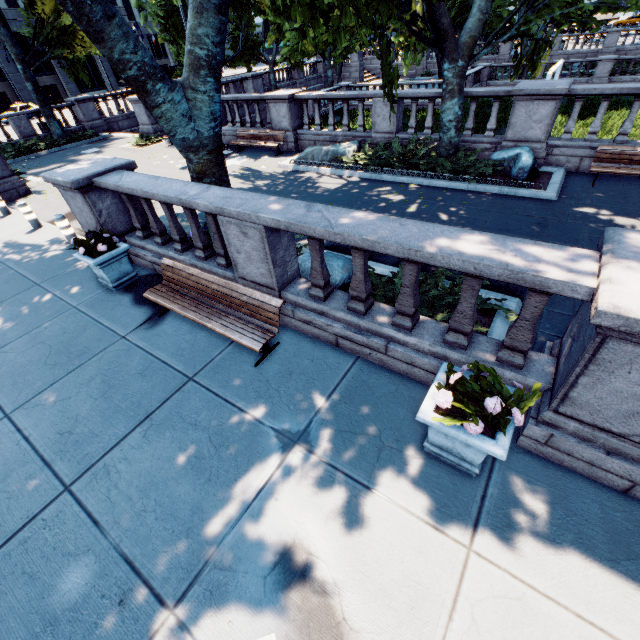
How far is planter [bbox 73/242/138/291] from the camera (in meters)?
6.56

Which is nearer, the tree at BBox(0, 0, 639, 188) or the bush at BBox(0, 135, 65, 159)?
the tree at BBox(0, 0, 639, 188)

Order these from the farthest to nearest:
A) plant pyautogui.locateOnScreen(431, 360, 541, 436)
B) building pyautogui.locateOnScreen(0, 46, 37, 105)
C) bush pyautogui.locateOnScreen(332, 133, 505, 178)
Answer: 1. building pyautogui.locateOnScreen(0, 46, 37, 105)
2. bush pyautogui.locateOnScreen(332, 133, 505, 178)
3. plant pyautogui.locateOnScreen(431, 360, 541, 436)

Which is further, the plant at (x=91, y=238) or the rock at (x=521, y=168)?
the rock at (x=521, y=168)

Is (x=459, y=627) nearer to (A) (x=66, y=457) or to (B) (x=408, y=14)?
(A) (x=66, y=457)

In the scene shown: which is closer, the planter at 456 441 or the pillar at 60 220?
the planter at 456 441

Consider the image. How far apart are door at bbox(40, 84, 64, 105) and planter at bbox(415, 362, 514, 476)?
64.22m

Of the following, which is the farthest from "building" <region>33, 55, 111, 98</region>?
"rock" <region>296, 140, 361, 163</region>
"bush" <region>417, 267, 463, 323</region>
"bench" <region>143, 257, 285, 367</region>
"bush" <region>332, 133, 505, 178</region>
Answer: "bush" <region>417, 267, 463, 323</region>
